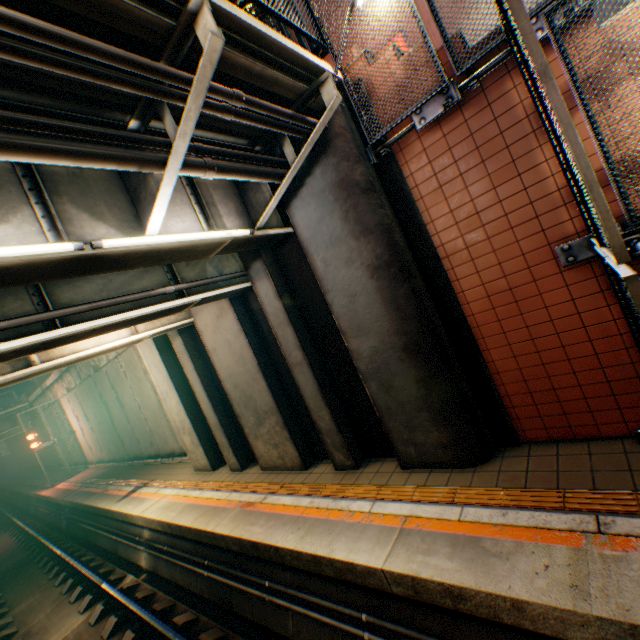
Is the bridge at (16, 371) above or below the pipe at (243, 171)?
below

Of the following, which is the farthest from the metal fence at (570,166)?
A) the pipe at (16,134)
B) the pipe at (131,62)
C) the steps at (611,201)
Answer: the pipe at (16,134)

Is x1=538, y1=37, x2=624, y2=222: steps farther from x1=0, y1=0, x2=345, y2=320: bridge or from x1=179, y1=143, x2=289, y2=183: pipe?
x1=179, y1=143, x2=289, y2=183: pipe

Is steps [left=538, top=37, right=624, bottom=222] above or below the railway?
above

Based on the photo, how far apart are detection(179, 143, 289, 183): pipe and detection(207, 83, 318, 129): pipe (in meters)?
0.50

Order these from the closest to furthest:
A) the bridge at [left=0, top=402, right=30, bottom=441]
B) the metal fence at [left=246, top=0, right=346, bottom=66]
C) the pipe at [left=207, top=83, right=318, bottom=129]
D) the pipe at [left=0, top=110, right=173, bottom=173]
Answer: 1. the pipe at [left=0, top=110, right=173, bottom=173]
2. the pipe at [left=207, top=83, right=318, bottom=129]
3. the metal fence at [left=246, top=0, right=346, bottom=66]
4. the bridge at [left=0, top=402, right=30, bottom=441]

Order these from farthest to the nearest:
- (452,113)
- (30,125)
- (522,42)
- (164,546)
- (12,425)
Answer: (12,425) → (164,546) → (452,113) → (30,125) → (522,42)
